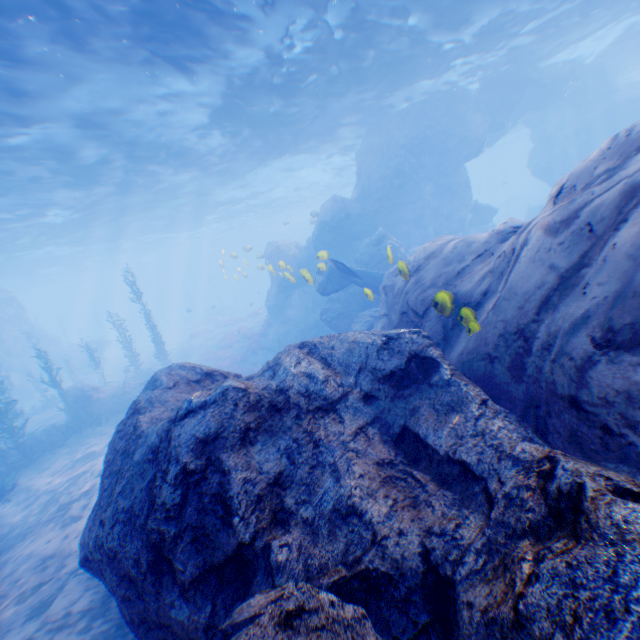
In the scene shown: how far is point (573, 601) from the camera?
1.42m

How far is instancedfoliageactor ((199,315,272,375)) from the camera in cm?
2335

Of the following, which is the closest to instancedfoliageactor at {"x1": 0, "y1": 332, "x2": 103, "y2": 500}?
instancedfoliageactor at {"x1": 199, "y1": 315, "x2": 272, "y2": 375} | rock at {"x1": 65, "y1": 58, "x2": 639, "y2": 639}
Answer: rock at {"x1": 65, "y1": 58, "x2": 639, "y2": 639}

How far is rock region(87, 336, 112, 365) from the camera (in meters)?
33.41

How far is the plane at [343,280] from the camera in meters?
14.6

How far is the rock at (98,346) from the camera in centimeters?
3341cm

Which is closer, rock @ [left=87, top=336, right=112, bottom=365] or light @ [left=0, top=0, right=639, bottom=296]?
light @ [left=0, top=0, right=639, bottom=296]

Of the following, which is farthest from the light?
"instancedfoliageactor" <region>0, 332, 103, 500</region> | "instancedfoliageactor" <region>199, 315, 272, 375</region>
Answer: "instancedfoliageactor" <region>199, 315, 272, 375</region>
